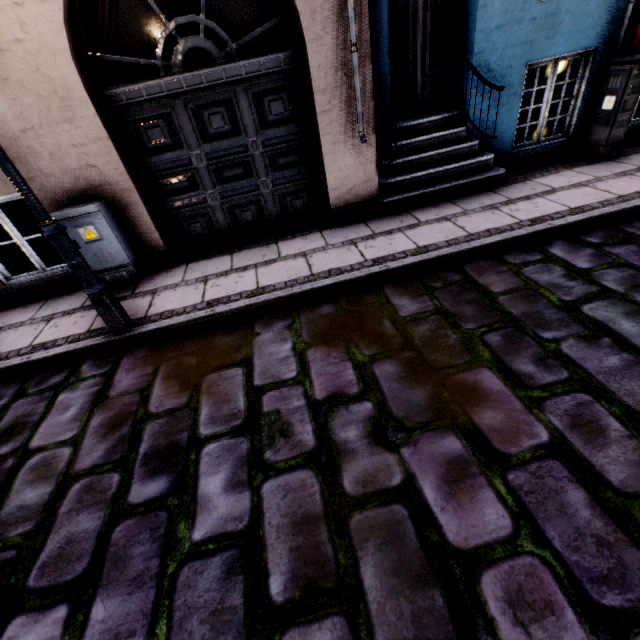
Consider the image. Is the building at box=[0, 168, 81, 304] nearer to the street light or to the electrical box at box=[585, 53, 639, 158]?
the electrical box at box=[585, 53, 639, 158]

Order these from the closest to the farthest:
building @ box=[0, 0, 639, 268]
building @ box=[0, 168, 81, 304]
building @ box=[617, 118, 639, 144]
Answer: building @ box=[0, 0, 639, 268] → building @ box=[0, 168, 81, 304] → building @ box=[617, 118, 639, 144]

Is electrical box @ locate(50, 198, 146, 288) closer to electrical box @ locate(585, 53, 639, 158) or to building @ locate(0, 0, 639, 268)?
building @ locate(0, 0, 639, 268)

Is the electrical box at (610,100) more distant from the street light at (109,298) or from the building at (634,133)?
the street light at (109,298)

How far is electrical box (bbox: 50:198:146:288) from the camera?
3.9m

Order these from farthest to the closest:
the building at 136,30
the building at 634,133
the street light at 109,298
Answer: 1. the building at 634,133
2. the building at 136,30
3. the street light at 109,298

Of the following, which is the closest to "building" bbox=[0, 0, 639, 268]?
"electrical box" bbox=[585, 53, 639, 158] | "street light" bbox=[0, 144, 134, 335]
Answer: "electrical box" bbox=[585, 53, 639, 158]

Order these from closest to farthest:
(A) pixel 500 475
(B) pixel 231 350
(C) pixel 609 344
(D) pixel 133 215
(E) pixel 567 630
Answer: (E) pixel 567 630, (A) pixel 500 475, (C) pixel 609 344, (B) pixel 231 350, (D) pixel 133 215
